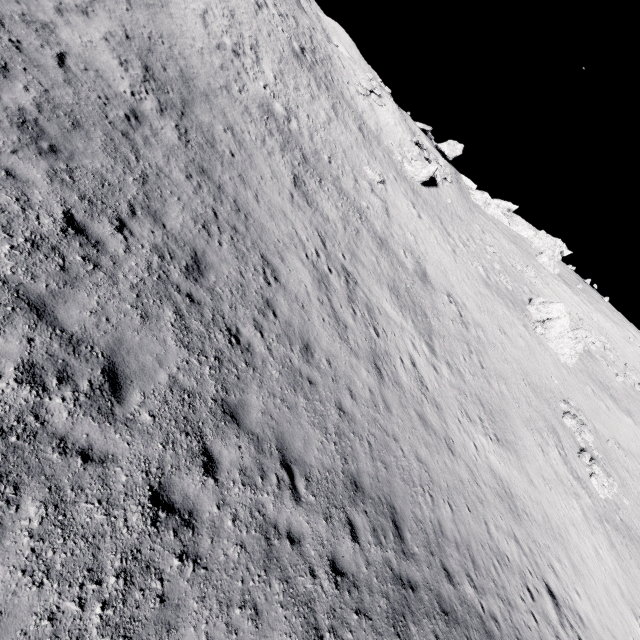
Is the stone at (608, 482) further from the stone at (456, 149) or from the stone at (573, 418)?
the stone at (456, 149)

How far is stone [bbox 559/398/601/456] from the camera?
22.38m

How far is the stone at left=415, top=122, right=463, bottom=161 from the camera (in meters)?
49.69

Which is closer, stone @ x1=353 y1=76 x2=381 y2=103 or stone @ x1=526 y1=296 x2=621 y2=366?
stone @ x1=526 y1=296 x2=621 y2=366

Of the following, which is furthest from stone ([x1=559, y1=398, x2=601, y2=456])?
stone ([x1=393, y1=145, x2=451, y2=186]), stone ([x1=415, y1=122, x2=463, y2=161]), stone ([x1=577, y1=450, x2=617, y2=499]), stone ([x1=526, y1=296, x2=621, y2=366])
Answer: stone ([x1=415, y1=122, x2=463, y2=161])

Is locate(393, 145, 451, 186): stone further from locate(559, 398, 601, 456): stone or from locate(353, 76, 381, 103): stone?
locate(559, 398, 601, 456): stone

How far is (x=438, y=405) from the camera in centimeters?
1508cm

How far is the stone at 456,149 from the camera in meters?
49.7 m
